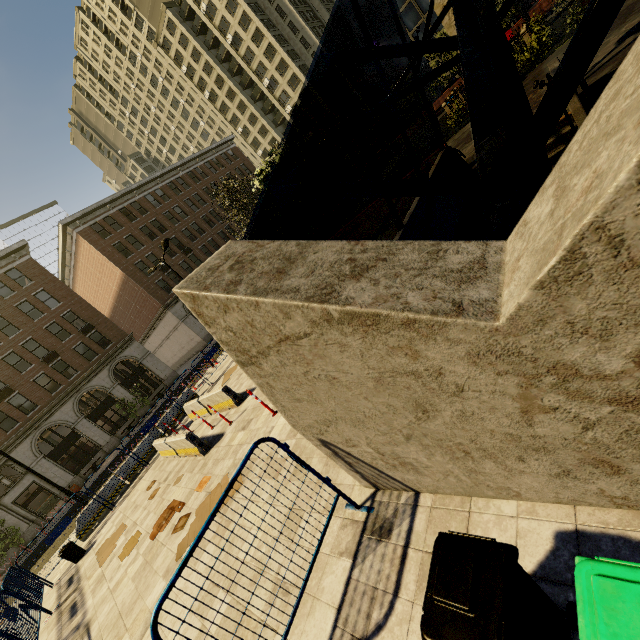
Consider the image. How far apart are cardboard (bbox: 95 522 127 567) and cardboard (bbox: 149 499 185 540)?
2.37m

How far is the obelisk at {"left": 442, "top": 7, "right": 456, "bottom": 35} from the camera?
20.28m

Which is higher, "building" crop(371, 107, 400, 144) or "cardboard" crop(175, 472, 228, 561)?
"building" crop(371, 107, 400, 144)

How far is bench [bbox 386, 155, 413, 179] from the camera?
20.25m

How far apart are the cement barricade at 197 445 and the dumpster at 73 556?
3.81m

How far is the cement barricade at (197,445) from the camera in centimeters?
972cm

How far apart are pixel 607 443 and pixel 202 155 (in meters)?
56.58

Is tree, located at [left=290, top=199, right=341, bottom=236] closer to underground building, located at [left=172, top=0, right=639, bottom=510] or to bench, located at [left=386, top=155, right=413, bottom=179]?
underground building, located at [left=172, top=0, right=639, bottom=510]
